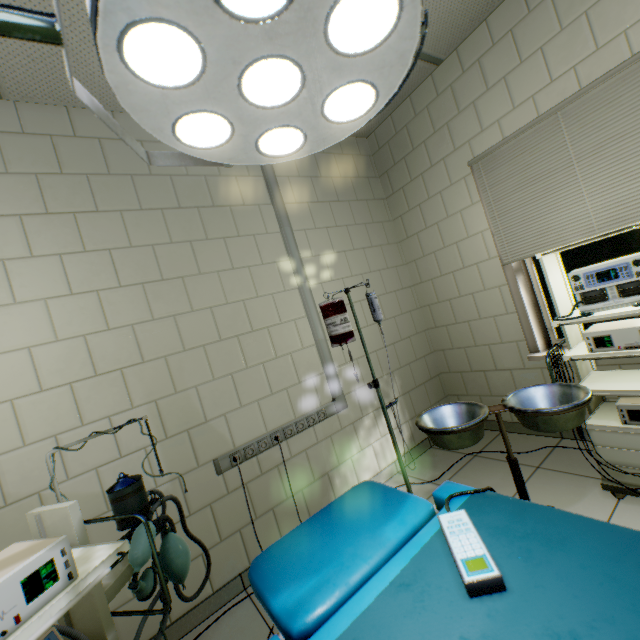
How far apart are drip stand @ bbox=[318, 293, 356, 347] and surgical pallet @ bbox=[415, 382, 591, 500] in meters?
0.2

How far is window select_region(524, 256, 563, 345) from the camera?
2.6 meters

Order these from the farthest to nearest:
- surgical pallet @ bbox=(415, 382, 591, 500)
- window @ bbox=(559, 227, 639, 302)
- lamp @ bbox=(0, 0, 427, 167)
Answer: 1. window @ bbox=(559, 227, 639, 302)
2. surgical pallet @ bbox=(415, 382, 591, 500)
3. lamp @ bbox=(0, 0, 427, 167)

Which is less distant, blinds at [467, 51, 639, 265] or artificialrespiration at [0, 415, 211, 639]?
artificialrespiration at [0, 415, 211, 639]

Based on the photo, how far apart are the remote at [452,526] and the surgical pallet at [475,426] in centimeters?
66cm

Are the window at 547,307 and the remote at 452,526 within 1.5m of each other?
no

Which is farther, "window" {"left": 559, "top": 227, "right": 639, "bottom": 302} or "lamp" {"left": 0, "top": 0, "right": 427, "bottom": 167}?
"window" {"left": 559, "top": 227, "right": 639, "bottom": 302}

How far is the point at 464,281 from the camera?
3.02m
